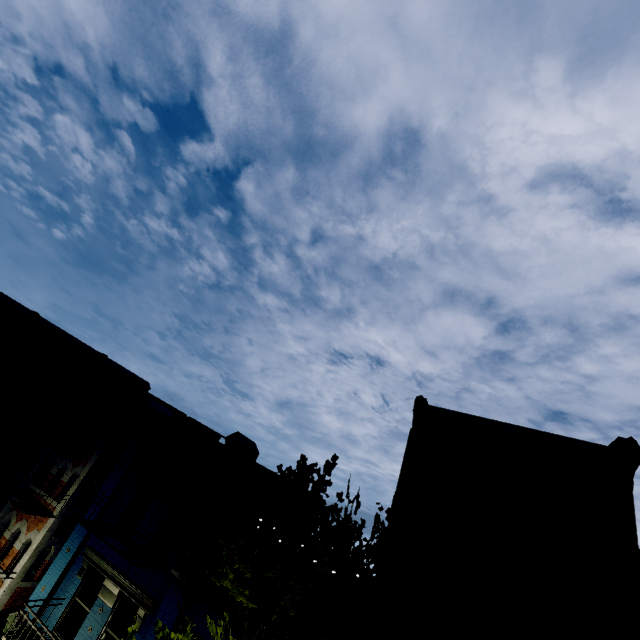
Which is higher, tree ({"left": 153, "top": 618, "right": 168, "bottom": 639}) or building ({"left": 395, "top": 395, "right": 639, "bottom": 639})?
building ({"left": 395, "top": 395, "right": 639, "bottom": 639})

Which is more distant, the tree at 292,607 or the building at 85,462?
the building at 85,462

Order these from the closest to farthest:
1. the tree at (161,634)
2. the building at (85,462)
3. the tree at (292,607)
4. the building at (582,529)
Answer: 1. the tree at (292,607)
2. the tree at (161,634)
3. the building at (582,529)
4. the building at (85,462)

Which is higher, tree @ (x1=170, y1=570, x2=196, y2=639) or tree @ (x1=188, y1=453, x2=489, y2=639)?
tree @ (x1=188, y1=453, x2=489, y2=639)

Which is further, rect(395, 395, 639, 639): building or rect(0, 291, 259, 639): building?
rect(0, 291, 259, 639): building

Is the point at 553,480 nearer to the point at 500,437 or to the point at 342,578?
the point at 500,437

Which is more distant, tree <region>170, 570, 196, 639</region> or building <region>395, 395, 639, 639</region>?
building <region>395, 395, 639, 639</region>

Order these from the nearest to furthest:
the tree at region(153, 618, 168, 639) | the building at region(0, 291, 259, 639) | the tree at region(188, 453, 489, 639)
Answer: the tree at region(188, 453, 489, 639), the tree at region(153, 618, 168, 639), the building at region(0, 291, 259, 639)
